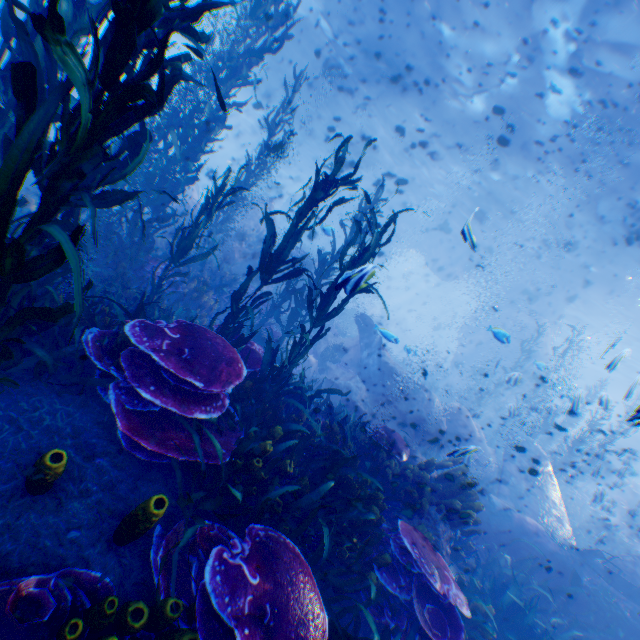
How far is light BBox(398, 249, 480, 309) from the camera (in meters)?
44.74

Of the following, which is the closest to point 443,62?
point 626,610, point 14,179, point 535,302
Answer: point 14,179

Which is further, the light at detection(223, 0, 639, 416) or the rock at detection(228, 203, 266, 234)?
the rock at detection(228, 203, 266, 234)

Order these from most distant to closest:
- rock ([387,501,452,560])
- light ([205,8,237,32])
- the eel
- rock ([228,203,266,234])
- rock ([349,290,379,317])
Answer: rock ([349,290,379,317])
light ([205,8,237,32])
rock ([228,203,266,234])
the eel
rock ([387,501,452,560])

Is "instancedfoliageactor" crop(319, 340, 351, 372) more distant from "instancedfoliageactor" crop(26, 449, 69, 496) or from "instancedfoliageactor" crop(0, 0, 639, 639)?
"instancedfoliageactor" crop(26, 449, 69, 496)

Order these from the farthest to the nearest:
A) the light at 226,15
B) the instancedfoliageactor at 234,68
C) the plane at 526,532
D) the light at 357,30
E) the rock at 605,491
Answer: the light at 226,15 → the rock at 605,491 → the light at 357,30 → the plane at 526,532 → the instancedfoliageactor at 234,68

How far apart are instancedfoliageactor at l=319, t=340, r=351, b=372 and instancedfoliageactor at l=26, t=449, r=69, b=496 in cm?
1134

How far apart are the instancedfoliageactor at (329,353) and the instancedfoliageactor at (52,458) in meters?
11.3 m
